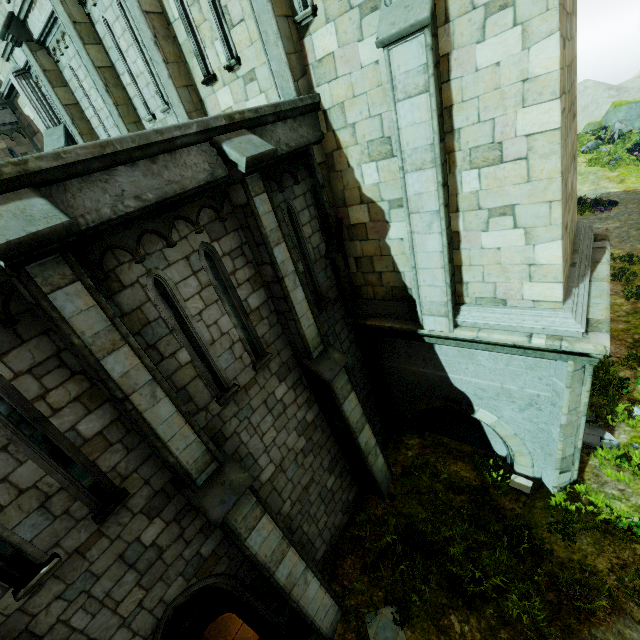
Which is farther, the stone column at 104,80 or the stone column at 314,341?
the stone column at 104,80

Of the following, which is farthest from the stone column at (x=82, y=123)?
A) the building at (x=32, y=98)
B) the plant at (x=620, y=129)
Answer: the plant at (x=620, y=129)

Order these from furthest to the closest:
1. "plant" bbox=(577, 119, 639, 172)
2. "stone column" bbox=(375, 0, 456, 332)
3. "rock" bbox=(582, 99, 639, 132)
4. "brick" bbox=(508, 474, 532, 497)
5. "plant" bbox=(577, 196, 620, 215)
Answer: "rock" bbox=(582, 99, 639, 132) → "plant" bbox=(577, 119, 639, 172) → "plant" bbox=(577, 196, 620, 215) → "brick" bbox=(508, 474, 532, 497) → "stone column" bbox=(375, 0, 456, 332)

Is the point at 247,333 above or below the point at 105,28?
below

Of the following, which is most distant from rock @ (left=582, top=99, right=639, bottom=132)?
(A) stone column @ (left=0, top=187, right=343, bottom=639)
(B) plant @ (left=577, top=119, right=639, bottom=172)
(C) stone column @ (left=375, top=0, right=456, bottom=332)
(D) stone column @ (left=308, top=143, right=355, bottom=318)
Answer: (A) stone column @ (left=0, top=187, right=343, bottom=639)

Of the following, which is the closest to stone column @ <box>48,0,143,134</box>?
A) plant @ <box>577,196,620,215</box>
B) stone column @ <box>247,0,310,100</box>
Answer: stone column @ <box>247,0,310,100</box>

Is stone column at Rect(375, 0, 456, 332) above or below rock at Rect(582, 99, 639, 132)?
above

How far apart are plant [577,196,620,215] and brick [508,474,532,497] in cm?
2116
